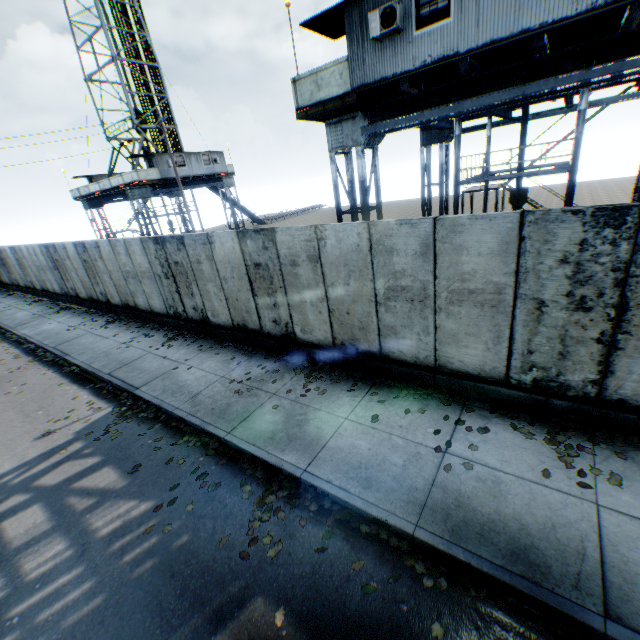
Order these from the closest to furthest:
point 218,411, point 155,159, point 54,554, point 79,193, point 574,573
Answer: point 574,573, point 54,554, point 218,411, point 155,159, point 79,193

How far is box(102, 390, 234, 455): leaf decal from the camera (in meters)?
6.31

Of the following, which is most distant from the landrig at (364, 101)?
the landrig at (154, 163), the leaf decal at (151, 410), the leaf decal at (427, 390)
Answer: the landrig at (154, 163)

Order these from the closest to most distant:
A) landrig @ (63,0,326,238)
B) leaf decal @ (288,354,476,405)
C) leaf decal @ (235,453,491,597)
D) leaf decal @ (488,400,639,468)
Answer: leaf decal @ (235,453,491,597) → leaf decal @ (488,400,639,468) → leaf decal @ (288,354,476,405) → landrig @ (63,0,326,238)

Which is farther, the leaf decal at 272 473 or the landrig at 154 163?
the landrig at 154 163

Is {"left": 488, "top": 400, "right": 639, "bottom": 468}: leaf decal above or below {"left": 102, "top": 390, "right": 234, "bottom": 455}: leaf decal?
above
